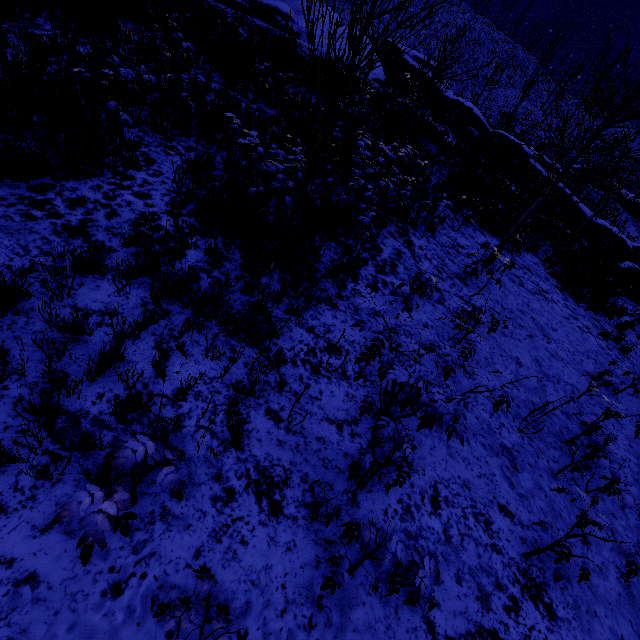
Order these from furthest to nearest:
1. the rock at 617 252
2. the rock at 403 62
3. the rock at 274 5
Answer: the rock at 403 62, the rock at 274 5, the rock at 617 252

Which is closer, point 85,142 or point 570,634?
point 570,634

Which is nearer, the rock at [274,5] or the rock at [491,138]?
→ the rock at [274,5]

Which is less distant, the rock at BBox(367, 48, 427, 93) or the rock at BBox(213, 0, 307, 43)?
the rock at BBox(213, 0, 307, 43)

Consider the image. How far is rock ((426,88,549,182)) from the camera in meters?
21.3 m

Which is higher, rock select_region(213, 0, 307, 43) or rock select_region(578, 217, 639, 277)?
rock select_region(213, 0, 307, 43)

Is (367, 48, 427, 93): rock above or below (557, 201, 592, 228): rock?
above
